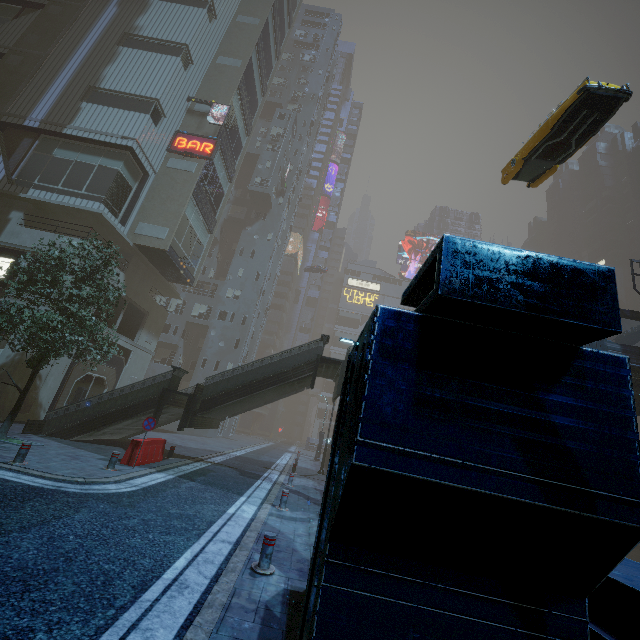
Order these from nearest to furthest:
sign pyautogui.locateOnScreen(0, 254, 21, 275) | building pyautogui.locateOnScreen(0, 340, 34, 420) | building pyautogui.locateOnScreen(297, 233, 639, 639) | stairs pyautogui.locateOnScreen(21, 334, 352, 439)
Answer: building pyautogui.locateOnScreen(297, 233, 639, 639)
stairs pyautogui.locateOnScreen(21, 334, 352, 439)
building pyautogui.locateOnScreen(0, 340, 34, 420)
sign pyautogui.locateOnScreen(0, 254, 21, 275)

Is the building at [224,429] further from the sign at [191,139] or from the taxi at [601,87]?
the taxi at [601,87]

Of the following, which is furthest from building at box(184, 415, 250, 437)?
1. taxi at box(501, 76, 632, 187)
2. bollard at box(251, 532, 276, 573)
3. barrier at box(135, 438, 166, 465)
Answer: barrier at box(135, 438, 166, 465)

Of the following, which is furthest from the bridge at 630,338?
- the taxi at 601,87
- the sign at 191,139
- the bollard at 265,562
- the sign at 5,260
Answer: the sign at 5,260

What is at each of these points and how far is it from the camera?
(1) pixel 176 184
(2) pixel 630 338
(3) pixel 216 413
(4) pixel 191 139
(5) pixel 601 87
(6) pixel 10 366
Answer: (1) building, 23.58m
(2) bridge, 21.00m
(3) stairs, 16.64m
(4) sign, 24.89m
(5) taxi, 9.91m
(6) building, 15.97m

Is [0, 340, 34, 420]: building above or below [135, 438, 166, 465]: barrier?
above

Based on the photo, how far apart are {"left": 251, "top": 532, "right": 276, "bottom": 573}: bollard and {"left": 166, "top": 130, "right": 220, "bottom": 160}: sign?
25.3m

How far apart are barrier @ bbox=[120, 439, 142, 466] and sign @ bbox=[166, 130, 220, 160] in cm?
2003
